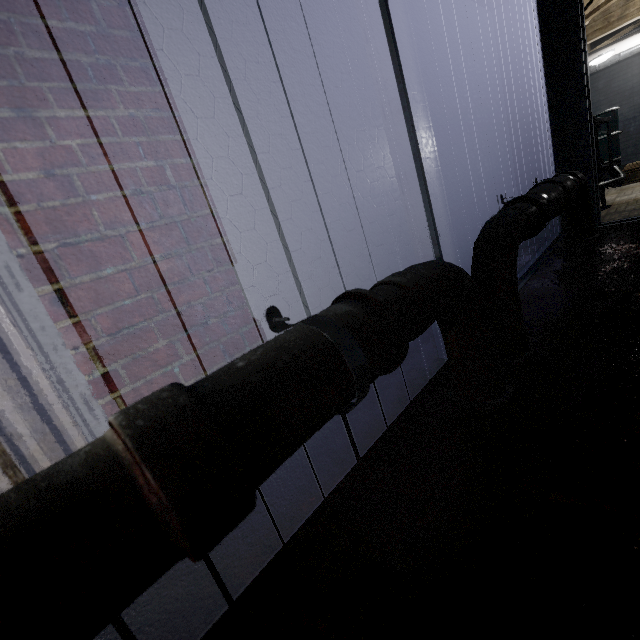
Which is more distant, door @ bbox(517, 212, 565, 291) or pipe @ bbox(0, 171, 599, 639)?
door @ bbox(517, 212, 565, 291)

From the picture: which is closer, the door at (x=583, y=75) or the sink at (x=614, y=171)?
the door at (x=583, y=75)

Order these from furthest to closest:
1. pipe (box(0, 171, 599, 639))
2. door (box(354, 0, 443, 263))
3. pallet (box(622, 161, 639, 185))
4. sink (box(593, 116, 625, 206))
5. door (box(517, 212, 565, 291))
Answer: pallet (box(622, 161, 639, 185)), sink (box(593, 116, 625, 206)), door (box(517, 212, 565, 291)), door (box(354, 0, 443, 263)), pipe (box(0, 171, 599, 639))

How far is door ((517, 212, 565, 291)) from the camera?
2.2 meters

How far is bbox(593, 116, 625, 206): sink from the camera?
3.4m

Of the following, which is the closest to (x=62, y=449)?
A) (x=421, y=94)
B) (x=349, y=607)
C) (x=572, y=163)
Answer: (x=349, y=607)

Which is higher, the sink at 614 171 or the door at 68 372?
the door at 68 372

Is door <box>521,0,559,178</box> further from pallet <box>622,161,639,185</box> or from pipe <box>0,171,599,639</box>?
pallet <box>622,161,639,185</box>
